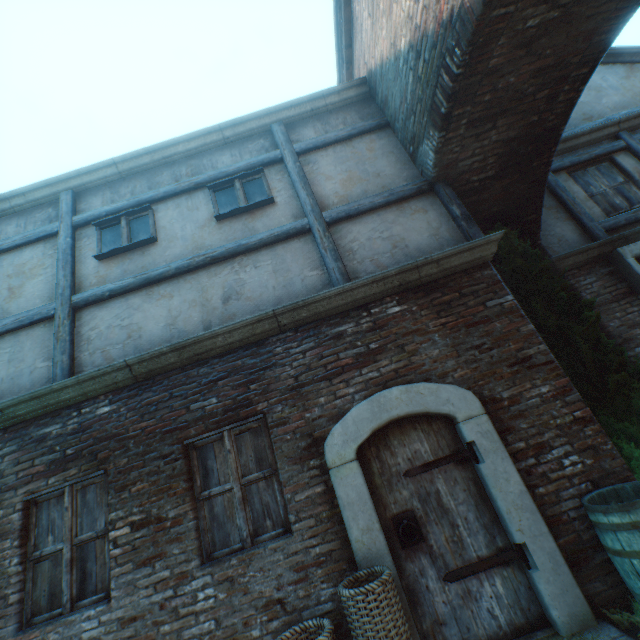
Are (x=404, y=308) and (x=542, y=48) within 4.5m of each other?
yes

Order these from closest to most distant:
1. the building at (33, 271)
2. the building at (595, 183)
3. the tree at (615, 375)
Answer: the tree at (615, 375) → the building at (33, 271) → the building at (595, 183)

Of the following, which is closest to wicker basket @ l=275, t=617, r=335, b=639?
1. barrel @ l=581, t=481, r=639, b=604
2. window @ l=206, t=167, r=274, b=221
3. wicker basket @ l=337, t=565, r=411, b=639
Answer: wicker basket @ l=337, t=565, r=411, b=639

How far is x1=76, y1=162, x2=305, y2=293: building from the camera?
5.0 meters

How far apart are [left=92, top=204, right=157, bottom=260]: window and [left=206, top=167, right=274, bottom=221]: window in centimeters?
96cm

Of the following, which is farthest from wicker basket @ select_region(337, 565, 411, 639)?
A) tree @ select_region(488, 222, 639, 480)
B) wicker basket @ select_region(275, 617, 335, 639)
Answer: tree @ select_region(488, 222, 639, 480)

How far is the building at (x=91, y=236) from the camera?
5.0m

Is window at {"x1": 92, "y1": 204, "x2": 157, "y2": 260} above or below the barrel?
above
